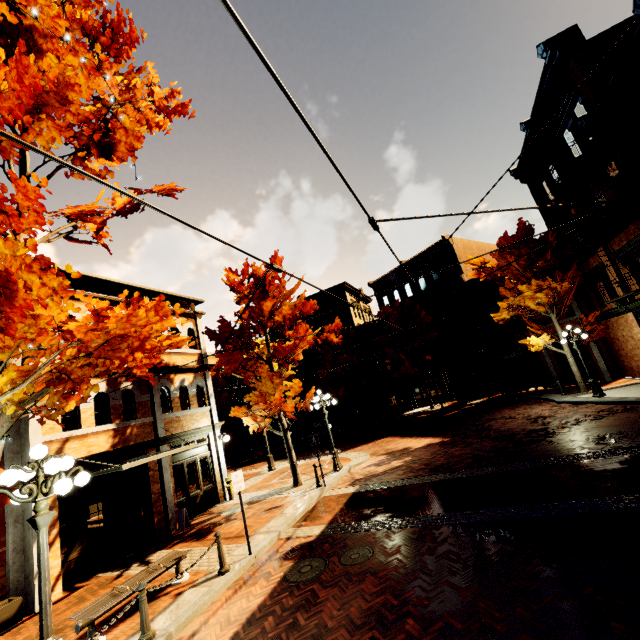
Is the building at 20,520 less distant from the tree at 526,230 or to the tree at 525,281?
the tree at 525,281

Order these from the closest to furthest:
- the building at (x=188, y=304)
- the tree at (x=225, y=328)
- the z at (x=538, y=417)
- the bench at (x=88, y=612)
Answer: the bench at (x=88, y=612) < the z at (x=538, y=417) < the building at (x=188, y=304) < the tree at (x=225, y=328)

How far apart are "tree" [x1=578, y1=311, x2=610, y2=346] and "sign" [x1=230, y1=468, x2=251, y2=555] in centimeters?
1988cm

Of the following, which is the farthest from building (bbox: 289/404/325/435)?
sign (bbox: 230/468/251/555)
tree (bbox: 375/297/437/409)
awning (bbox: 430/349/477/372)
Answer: sign (bbox: 230/468/251/555)

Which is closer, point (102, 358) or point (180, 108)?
point (102, 358)

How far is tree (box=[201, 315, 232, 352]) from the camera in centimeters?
1280cm

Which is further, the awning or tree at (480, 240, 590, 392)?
the awning

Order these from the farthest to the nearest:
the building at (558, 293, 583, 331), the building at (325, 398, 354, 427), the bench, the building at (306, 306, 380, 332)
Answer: the building at (306, 306, 380, 332), the building at (325, 398, 354, 427), the building at (558, 293, 583, 331), the bench
